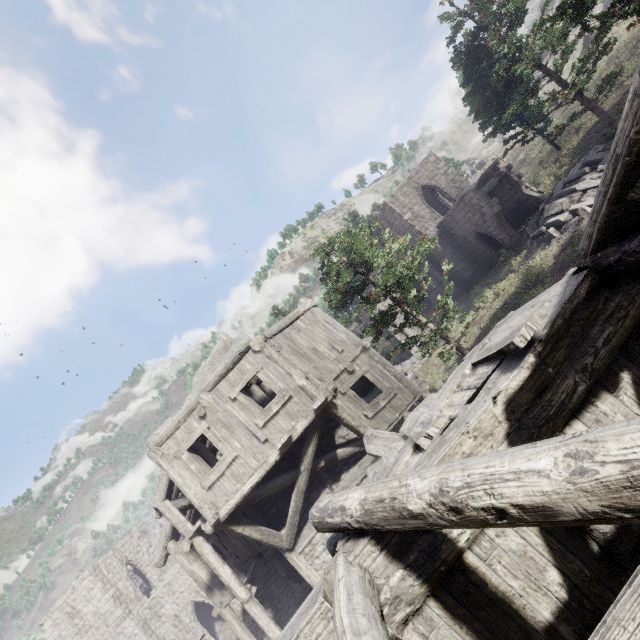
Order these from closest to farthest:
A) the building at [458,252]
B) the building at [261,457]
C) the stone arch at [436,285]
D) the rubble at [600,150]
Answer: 1. the building at [261,457]
2. the rubble at [600,150]
3. the building at [458,252]
4. the stone arch at [436,285]

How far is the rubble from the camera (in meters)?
14.66

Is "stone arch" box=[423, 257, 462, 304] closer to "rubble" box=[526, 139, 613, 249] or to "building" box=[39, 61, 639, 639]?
"building" box=[39, 61, 639, 639]

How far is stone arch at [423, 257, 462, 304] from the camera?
27.1m

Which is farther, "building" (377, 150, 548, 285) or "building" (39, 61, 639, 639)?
"building" (377, 150, 548, 285)

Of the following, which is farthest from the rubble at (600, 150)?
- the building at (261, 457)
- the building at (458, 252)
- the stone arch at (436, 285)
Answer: the building at (261, 457)

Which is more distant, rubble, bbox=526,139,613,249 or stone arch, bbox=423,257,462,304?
stone arch, bbox=423,257,462,304

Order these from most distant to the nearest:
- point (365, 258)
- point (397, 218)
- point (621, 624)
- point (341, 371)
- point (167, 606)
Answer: point (397, 218)
point (167, 606)
point (365, 258)
point (341, 371)
point (621, 624)
